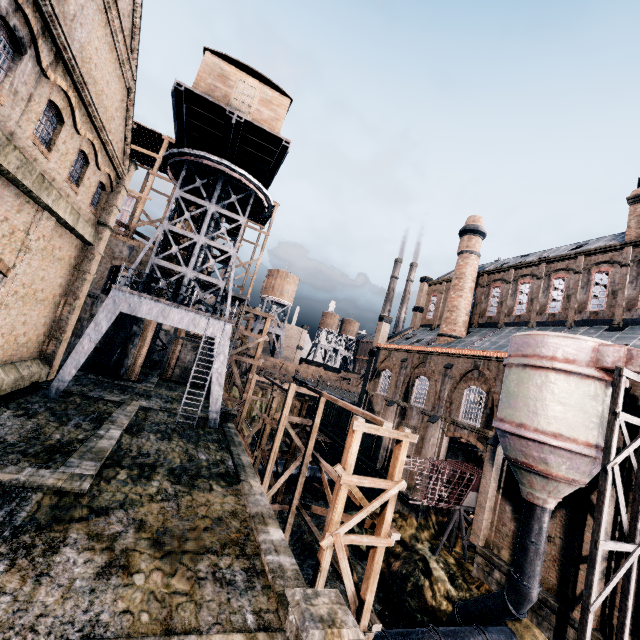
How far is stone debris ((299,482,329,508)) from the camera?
29.8m

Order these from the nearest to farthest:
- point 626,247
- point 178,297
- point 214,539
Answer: point 214,539 < point 178,297 < point 626,247

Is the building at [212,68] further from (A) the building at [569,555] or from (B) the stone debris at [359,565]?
(B) the stone debris at [359,565]

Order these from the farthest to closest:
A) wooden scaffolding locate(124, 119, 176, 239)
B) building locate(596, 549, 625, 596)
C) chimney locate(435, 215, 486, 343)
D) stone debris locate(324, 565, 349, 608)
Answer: chimney locate(435, 215, 486, 343)
wooden scaffolding locate(124, 119, 176, 239)
stone debris locate(324, 565, 349, 608)
building locate(596, 549, 625, 596)

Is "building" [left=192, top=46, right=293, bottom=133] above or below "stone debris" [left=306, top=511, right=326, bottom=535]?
above

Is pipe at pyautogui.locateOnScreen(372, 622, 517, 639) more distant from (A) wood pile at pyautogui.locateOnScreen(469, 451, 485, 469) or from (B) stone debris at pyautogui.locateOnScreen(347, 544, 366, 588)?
(A) wood pile at pyautogui.locateOnScreen(469, 451, 485, 469)

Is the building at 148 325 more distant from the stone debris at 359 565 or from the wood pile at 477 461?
the stone debris at 359 565
